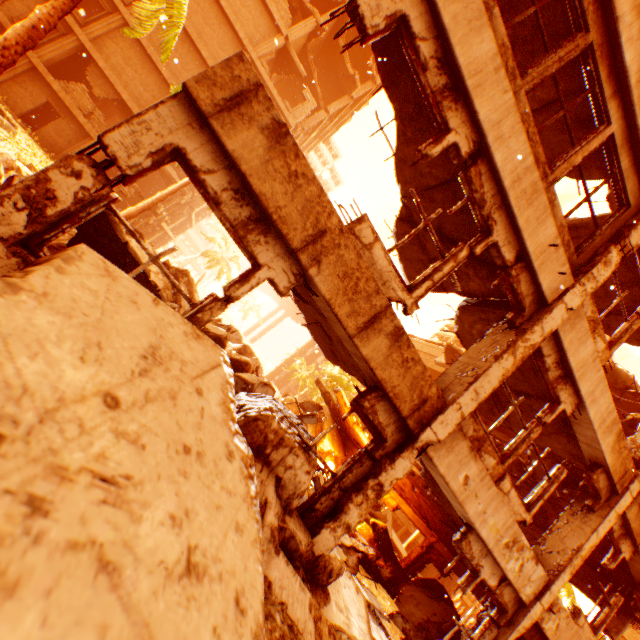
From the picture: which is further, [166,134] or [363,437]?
[363,437]

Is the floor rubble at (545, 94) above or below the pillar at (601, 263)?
above

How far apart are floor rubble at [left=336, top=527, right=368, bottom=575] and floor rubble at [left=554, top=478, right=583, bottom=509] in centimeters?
538cm

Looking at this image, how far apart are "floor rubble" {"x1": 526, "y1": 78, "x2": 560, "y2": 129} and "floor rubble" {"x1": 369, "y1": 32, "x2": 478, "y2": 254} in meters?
2.4

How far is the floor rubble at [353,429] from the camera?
16.4 meters

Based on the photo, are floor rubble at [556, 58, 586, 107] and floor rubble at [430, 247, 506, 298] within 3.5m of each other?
yes

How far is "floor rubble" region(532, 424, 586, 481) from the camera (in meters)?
7.32
